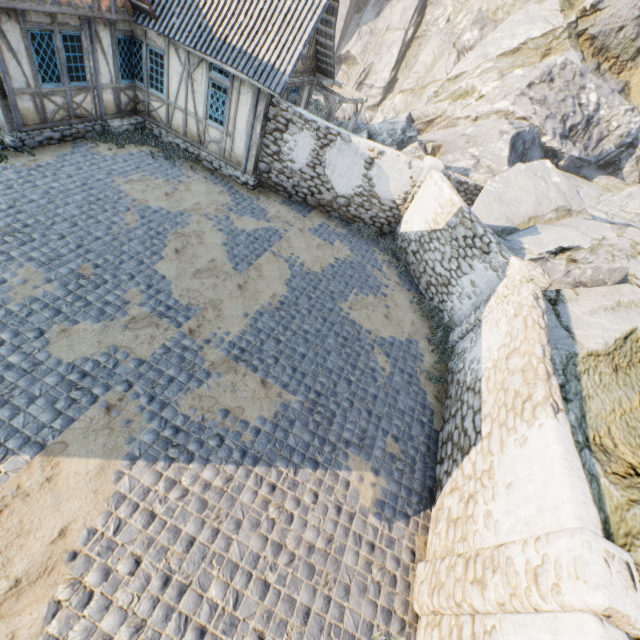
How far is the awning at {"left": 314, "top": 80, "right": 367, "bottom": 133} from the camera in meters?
13.7

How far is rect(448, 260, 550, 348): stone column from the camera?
7.7 meters

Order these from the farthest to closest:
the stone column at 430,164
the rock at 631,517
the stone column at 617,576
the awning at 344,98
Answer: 1. the awning at 344,98
2. the stone column at 430,164
3. the rock at 631,517
4. the stone column at 617,576

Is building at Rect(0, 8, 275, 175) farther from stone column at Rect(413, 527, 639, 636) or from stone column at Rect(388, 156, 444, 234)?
stone column at Rect(413, 527, 639, 636)

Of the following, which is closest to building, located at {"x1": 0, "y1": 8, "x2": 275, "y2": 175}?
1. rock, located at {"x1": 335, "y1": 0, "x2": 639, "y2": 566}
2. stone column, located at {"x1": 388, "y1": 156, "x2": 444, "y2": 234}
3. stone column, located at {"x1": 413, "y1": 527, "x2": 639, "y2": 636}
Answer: rock, located at {"x1": 335, "y1": 0, "x2": 639, "y2": 566}

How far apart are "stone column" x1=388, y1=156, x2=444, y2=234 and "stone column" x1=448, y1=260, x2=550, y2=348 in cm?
499

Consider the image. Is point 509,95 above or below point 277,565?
above

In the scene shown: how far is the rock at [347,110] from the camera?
20.4 meters
